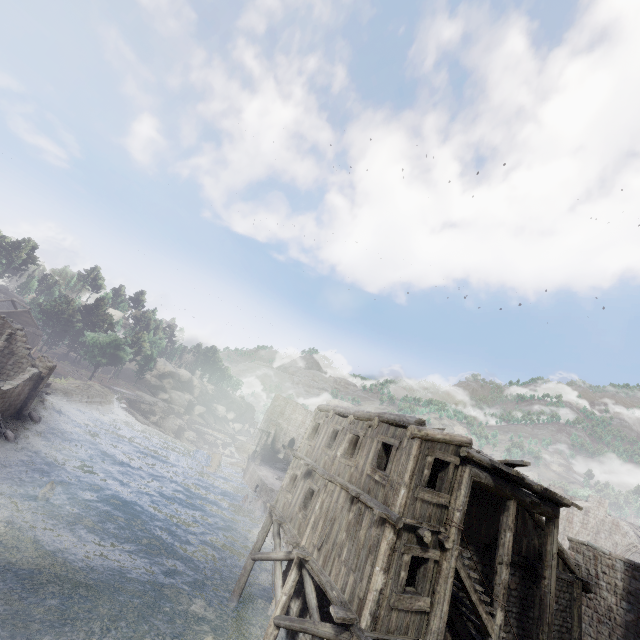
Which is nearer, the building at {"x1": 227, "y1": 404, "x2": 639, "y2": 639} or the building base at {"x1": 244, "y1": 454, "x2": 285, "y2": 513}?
the building at {"x1": 227, "y1": 404, "x2": 639, "y2": 639}

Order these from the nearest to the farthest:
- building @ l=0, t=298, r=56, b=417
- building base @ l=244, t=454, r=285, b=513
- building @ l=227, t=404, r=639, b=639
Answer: building @ l=227, t=404, r=639, b=639, building @ l=0, t=298, r=56, b=417, building base @ l=244, t=454, r=285, b=513

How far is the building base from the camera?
33.54m

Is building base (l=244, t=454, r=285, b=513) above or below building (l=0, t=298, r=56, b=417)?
below

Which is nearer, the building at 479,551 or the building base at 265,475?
the building at 479,551

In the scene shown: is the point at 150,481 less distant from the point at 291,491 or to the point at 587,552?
the point at 291,491
